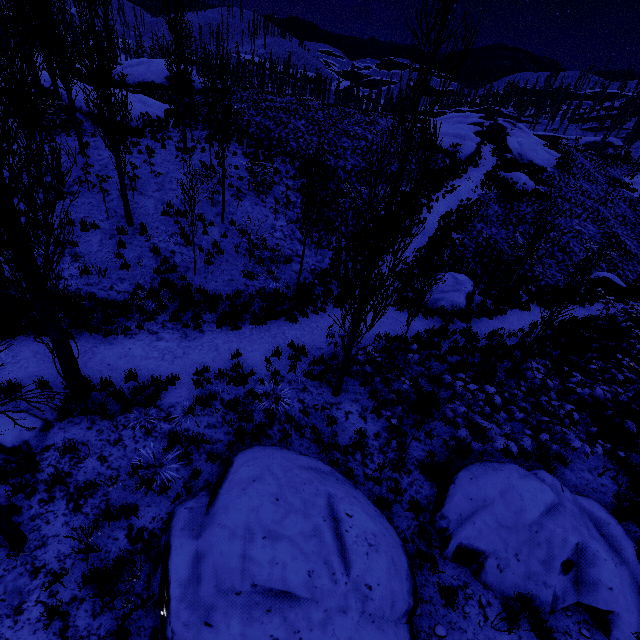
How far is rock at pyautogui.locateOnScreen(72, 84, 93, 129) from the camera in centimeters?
1901cm

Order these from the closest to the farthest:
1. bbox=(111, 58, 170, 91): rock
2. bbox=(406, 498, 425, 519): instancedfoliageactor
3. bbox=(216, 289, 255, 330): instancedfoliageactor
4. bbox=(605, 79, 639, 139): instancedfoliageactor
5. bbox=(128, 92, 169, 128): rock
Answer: bbox=(406, 498, 425, 519): instancedfoliageactor
bbox=(216, 289, 255, 330): instancedfoliageactor
bbox=(128, 92, 169, 128): rock
bbox=(111, 58, 170, 91): rock
bbox=(605, 79, 639, 139): instancedfoliageactor

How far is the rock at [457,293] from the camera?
13.3m

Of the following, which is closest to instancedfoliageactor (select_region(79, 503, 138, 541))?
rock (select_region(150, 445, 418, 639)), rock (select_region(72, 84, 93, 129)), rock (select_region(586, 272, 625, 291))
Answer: rock (select_region(72, 84, 93, 129))

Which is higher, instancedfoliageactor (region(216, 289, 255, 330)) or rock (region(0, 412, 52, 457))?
rock (region(0, 412, 52, 457))

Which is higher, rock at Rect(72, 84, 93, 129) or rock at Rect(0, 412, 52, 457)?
rock at Rect(72, 84, 93, 129)

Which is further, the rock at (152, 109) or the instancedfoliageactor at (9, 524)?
the rock at (152, 109)

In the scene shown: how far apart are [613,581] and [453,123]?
51.53m
